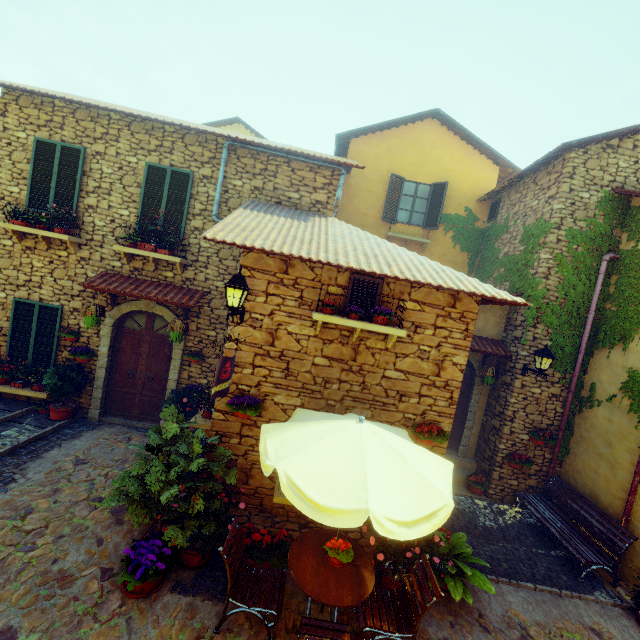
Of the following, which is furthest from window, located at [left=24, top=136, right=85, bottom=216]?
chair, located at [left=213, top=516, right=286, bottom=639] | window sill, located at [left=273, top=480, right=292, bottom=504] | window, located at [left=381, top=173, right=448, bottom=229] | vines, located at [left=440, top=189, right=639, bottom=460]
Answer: window, located at [left=381, top=173, right=448, bottom=229]

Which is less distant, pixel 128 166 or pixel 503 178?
pixel 128 166

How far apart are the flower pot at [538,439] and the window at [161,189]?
10.0m

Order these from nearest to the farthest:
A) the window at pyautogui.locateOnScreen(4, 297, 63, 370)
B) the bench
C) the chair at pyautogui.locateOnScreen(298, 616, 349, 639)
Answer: the chair at pyautogui.locateOnScreen(298, 616, 349, 639), the bench, the window at pyautogui.locateOnScreen(4, 297, 63, 370)

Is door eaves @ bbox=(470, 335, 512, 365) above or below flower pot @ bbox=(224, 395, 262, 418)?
above

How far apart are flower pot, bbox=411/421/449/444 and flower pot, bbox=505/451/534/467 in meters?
3.9 m

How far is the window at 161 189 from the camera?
7.6m

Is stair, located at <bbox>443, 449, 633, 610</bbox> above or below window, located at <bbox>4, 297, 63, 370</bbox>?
below
